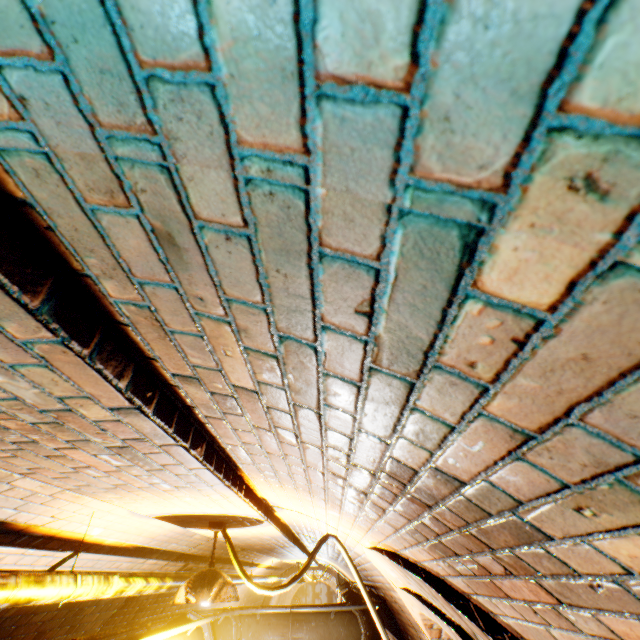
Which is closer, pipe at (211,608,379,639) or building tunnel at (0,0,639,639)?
building tunnel at (0,0,639,639)

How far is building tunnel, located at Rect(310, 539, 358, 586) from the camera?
4.4m

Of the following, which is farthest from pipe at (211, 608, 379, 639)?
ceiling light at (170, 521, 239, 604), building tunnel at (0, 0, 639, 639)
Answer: ceiling light at (170, 521, 239, 604)

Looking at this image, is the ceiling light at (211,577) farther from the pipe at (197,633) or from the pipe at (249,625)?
the pipe at (249,625)

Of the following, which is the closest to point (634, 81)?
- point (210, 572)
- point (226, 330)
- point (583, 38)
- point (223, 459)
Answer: point (583, 38)

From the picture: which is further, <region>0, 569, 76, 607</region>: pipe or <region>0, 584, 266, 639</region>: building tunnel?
<region>0, 584, 266, 639</region>: building tunnel

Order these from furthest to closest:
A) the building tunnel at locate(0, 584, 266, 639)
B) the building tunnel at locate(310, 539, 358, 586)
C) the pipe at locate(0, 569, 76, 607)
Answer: the building tunnel at locate(310, 539, 358, 586) → the building tunnel at locate(0, 584, 266, 639) → the pipe at locate(0, 569, 76, 607)
